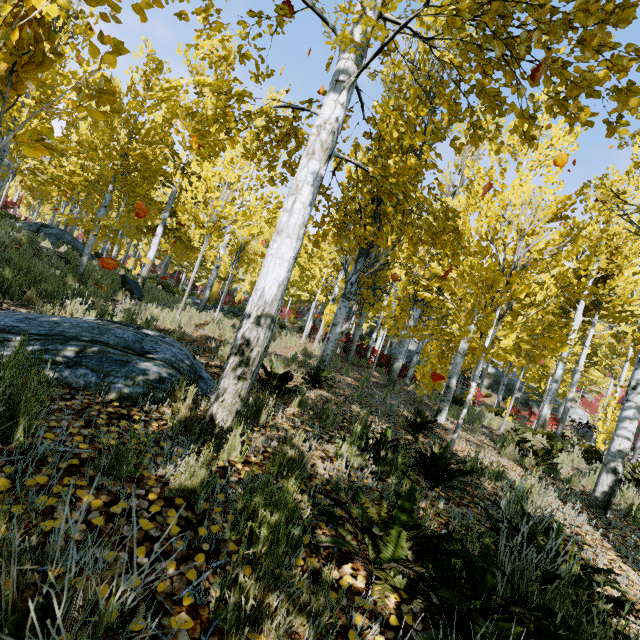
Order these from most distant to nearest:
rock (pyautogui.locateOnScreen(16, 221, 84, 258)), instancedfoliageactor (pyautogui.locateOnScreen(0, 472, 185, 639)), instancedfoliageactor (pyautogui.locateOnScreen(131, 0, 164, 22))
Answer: rock (pyautogui.locateOnScreen(16, 221, 84, 258)) < instancedfoliageactor (pyautogui.locateOnScreen(131, 0, 164, 22)) < instancedfoliageactor (pyautogui.locateOnScreen(0, 472, 185, 639))

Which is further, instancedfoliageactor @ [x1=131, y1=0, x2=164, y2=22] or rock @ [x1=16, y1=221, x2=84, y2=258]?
rock @ [x1=16, y1=221, x2=84, y2=258]

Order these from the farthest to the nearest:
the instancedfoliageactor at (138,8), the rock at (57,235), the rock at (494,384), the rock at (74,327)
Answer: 1. the rock at (494,384)
2. the rock at (57,235)
3. the rock at (74,327)
4. the instancedfoliageactor at (138,8)

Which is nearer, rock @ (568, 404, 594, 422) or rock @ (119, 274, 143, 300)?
rock @ (119, 274, 143, 300)

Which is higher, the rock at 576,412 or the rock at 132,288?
the rock at 576,412

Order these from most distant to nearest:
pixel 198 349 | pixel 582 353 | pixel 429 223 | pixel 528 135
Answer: pixel 582 353, pixel 198 349, pixel 429 223, pixel 528 135

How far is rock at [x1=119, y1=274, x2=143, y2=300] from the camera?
13.05m
